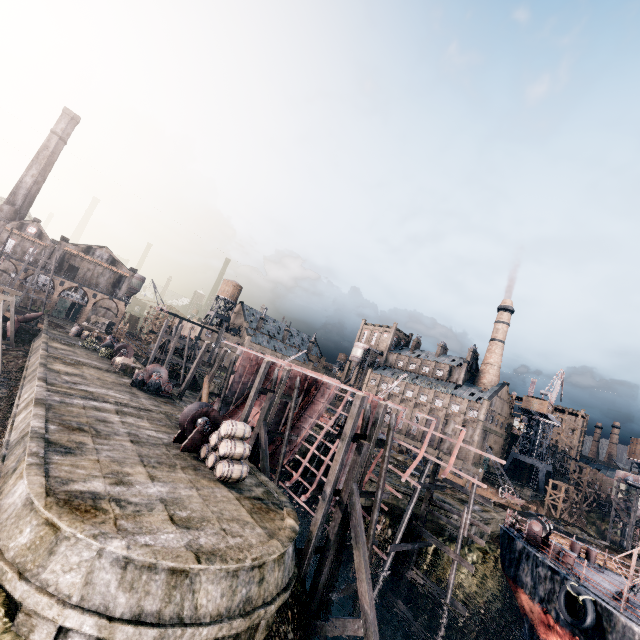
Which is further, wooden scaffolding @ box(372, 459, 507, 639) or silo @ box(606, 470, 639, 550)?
silo @ box(606, 470, 639, 550)

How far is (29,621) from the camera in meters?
8.2 m

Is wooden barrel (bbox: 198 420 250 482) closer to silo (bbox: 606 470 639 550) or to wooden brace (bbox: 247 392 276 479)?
wooden brace (bbox: 247 392 276 479)

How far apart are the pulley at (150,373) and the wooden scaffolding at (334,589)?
21.1m

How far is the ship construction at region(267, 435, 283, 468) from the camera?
27.7m

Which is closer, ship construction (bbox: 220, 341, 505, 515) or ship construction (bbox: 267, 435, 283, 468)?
ship construction (bbox: 220, 341, 505, 515)

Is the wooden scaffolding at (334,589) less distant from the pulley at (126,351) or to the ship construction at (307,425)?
the ship construction at (307,425)
